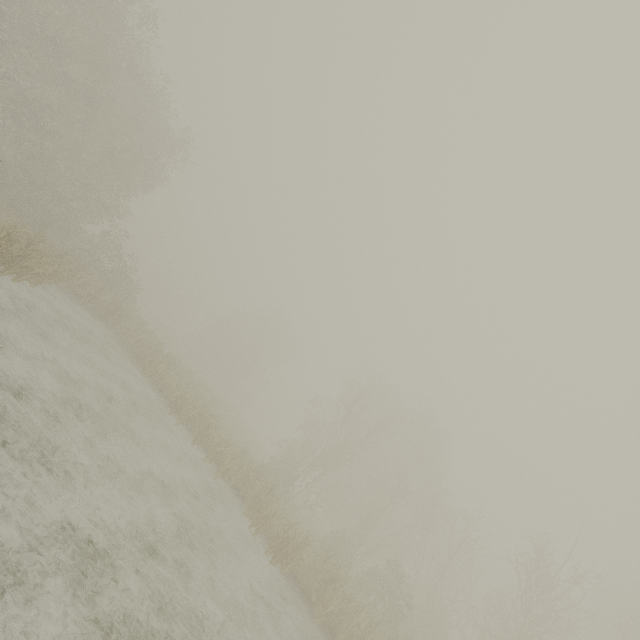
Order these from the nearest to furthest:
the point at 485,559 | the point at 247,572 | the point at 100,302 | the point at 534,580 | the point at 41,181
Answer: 1. the point at 247,572
2. the point at 534,580
3. the point at 100,302
4. the point at 41,181
5. the point at 485,559
